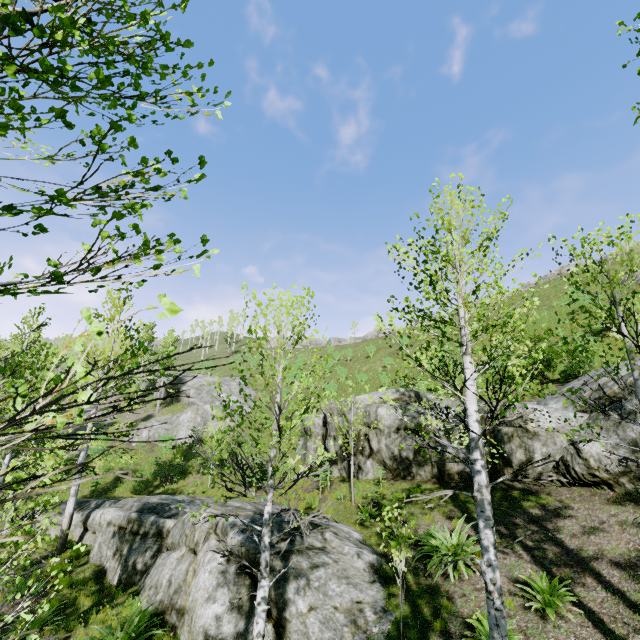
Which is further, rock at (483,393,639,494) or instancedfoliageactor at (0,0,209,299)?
rock at (483,393,639,494)

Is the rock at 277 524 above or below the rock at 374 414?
below

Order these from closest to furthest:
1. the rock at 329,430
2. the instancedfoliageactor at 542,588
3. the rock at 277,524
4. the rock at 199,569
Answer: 1. the instancedfoliageactor at 542,588
2. the rock at 199,569
3. the rock at 277,524
4. the rock at 329,430

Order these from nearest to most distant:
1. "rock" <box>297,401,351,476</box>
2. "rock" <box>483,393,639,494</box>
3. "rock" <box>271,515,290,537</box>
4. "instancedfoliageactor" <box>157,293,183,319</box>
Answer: "instancedfoliageactor" <box>157,293,183,319</box>
"rock" <box>271,515,290,537</box>
"rock" <box>483,393,639,494</box>
"rock" <box>297,401,351,476</box>

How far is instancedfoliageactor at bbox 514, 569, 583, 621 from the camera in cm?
618

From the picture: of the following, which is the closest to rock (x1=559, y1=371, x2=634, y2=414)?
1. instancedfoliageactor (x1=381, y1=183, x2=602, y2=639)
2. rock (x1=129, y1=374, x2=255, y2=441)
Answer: instancedfoliageactor (x1=381, y1=183, x2=602, y2=639)

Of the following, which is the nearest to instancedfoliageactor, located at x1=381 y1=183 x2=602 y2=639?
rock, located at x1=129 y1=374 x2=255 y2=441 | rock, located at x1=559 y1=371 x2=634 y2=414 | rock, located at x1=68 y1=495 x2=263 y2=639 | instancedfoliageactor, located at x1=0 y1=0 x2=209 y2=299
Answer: rock, located at x1=68 y1=495 x2=263 y2=639

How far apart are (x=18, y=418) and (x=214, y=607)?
9.12m
